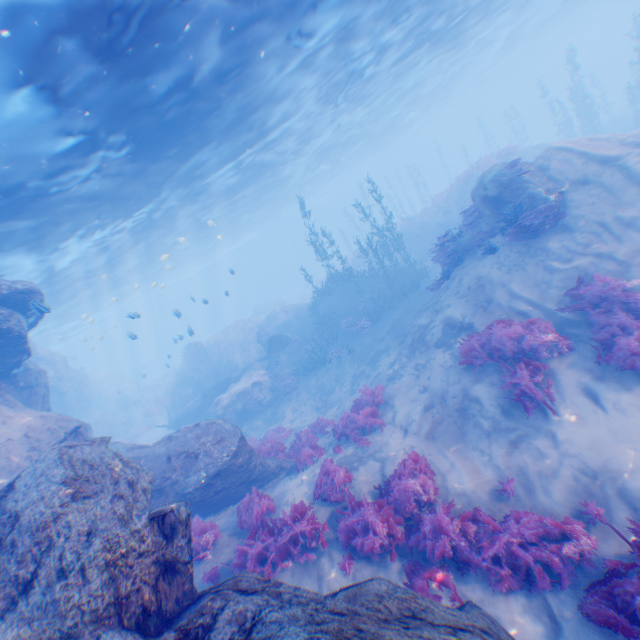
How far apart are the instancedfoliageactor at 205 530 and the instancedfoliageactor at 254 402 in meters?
10.9 m

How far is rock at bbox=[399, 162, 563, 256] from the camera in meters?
11.0

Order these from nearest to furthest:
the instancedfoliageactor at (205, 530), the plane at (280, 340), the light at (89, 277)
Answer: the instancedfoliageactor at (205, 530) → the light at (89, 277) → the plane at (280, 340)

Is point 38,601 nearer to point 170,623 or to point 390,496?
point 170,623

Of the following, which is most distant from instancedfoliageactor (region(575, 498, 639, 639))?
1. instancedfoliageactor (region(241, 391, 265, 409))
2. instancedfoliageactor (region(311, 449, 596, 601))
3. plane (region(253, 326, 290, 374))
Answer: plane (region(253, 326, 290, 374))

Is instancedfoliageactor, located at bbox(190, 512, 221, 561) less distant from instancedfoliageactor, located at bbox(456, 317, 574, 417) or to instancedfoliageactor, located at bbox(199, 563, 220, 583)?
instancedfoliageactor, located at bbox(199, 563, 220, 583)

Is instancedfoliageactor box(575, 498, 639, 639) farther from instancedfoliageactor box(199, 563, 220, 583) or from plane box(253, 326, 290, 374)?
plane box(253, 326, 290, 374)

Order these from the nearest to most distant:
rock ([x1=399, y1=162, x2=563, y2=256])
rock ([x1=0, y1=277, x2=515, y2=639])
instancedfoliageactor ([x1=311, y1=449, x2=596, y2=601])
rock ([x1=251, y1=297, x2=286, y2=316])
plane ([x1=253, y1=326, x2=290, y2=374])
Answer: rock ([x1=0, y1=277, x2=515, y2=639]) < instancedfoliageactor ([x1=311, y1=449, x2=596, y2=601]) < rock ([x1=399, y1=162, x2=563, y2=256]) < plane ([x1=253, y1=326, x2=290, y2=374]) < rock ([x1=251, y1=297, x2=286, y2=316])
